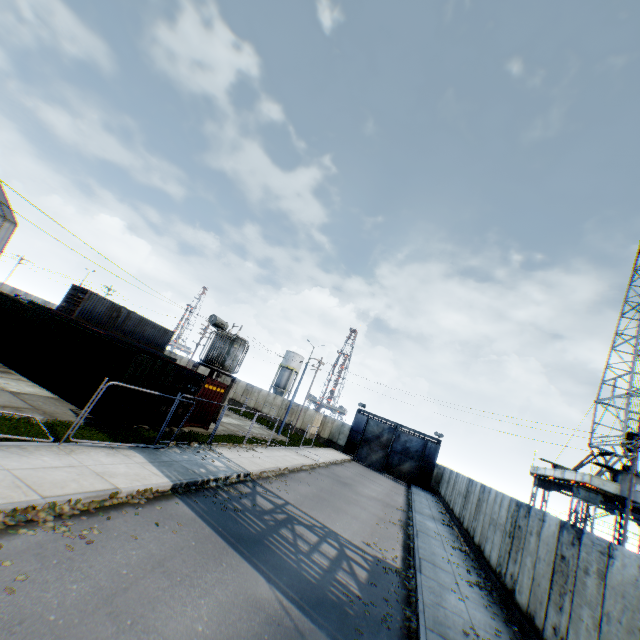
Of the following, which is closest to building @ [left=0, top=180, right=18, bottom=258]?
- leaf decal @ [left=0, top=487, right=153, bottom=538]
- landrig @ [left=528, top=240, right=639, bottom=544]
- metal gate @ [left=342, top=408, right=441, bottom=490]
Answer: leaf decal @ [left=0, top=487, right=153, bottom=538]

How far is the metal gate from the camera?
39.2 meters

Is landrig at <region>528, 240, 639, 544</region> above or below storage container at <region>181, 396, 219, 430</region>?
above

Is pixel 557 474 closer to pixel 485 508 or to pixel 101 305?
pixel 485 508

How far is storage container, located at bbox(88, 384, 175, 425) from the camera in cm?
1337

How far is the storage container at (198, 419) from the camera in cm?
1812

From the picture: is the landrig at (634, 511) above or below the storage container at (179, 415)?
above
